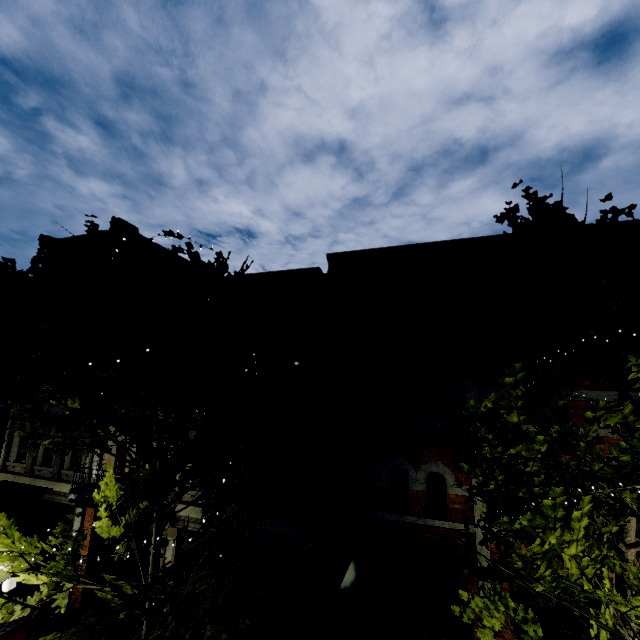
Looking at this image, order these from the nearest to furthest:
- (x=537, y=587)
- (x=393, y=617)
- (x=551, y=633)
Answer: (x=537, y=587) < (x=551, y=633) < (x=393, y=617)

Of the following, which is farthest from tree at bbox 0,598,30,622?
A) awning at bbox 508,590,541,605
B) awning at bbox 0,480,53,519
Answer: awning at bbox 0,480,53,519

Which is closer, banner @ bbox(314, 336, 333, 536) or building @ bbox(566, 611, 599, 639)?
building @ bbox(566, 611, 599, 639)

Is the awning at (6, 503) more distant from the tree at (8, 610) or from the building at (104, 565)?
the tree at (8, 610)

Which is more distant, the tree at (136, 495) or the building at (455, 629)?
the building at (455, 629)

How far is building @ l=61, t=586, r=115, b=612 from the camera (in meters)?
10.81

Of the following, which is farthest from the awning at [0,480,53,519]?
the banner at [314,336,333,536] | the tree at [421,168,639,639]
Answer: the banner at [314,336,333,536]

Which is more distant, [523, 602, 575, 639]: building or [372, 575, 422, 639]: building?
[372, 575, 422, 639]: building
